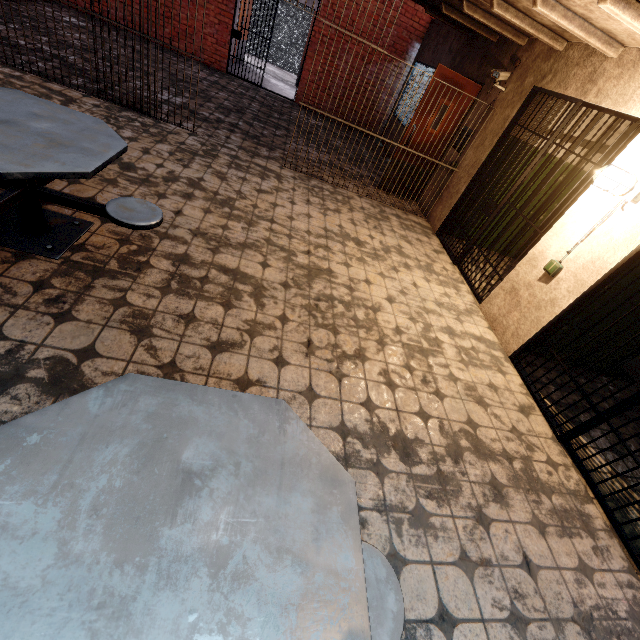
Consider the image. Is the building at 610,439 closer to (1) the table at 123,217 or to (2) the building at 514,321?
(2) the building at 514,321

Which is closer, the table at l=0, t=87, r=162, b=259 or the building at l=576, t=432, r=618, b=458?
the table at l=0, t=87, r=162, b=259

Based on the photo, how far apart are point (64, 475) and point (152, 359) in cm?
131

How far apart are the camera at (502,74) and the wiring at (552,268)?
3.2 meters

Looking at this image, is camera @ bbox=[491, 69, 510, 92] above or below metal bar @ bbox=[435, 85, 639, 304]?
above

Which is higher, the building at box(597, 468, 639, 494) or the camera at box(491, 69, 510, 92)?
the camera at box(491, 69, 510, 92)

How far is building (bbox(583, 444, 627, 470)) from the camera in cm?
298

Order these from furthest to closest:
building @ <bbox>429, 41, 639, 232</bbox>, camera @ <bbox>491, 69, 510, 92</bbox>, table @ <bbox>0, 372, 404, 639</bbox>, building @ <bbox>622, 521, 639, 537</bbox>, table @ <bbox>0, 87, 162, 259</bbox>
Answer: camera @ <bbox>491, 69, 510, 92</bbox>
building @ <bbox>429, 41, 639, 232</bbox>
building @ <bbox>622, 521, 639, 537</bbox>
table @ <bbox>0, 87, 162, 259</bbox>
table @ <bbox>0, 372, 404, 639</bbox>
